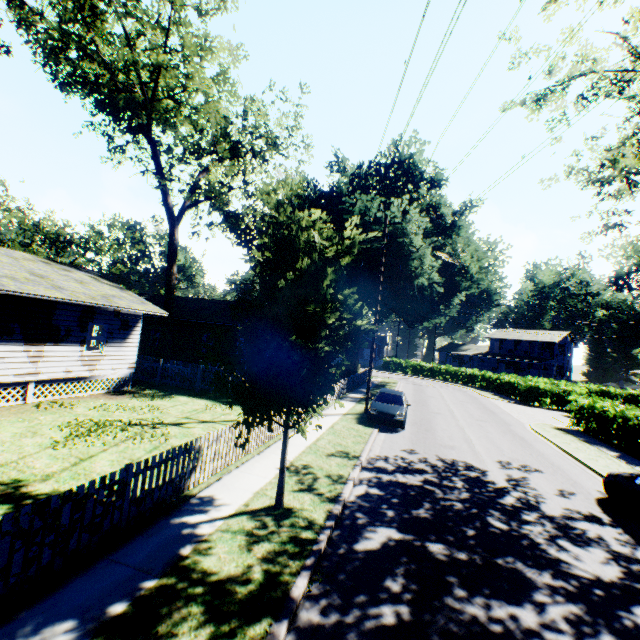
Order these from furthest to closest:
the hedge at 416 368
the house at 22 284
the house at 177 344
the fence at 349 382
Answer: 1. the hedge at 416 368
2. the house at 177 344
3. the fence at 349 382
4. the house at 22 284

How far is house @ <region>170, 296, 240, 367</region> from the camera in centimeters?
2438cm

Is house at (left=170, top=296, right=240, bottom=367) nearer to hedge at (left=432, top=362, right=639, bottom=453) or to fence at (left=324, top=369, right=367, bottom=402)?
fence at (left=324, top=369, right=367, bottom=402)

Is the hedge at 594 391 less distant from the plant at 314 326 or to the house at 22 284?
the plant at 314 326

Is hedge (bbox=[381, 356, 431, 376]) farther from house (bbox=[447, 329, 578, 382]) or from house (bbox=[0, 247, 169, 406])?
house (bbox=[0, 247, 169, 406])

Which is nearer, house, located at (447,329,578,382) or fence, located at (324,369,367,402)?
fence, located at (324,369,367,402)

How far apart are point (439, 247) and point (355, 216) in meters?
38.1

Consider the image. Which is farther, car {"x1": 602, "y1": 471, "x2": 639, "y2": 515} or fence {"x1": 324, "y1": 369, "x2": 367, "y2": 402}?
fence {"x1": 324, "y1": 369, "x2": 367, "y2": 402}
